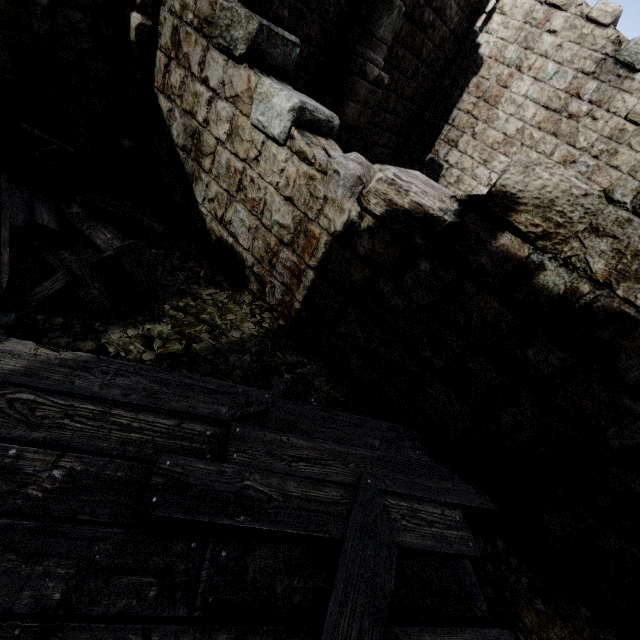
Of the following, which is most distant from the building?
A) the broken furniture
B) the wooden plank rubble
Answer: the broken furniture

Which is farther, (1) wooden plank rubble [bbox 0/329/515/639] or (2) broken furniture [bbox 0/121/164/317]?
(2) broken furniture [bbox 0/121/164/317]

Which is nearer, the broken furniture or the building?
the building

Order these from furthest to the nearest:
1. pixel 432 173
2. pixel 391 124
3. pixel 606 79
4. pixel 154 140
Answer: pixel 432 173 → pixel 391 124 → pixel 606 79 → pixel 154 140

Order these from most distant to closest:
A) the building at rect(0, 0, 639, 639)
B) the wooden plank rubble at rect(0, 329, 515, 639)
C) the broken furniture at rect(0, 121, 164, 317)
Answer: the broken furniture at rect(0, 121, 164, 317) < the building at rect(0, 0, 639, 639) < the wooden plank rubble at rect(0, 329, 515, 639)

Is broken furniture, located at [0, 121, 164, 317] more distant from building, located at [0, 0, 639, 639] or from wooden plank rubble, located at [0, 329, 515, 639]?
building, located at [0, 0, 639, 639]

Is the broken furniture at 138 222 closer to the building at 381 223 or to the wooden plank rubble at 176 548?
the wooden plank rubble at 176 548
